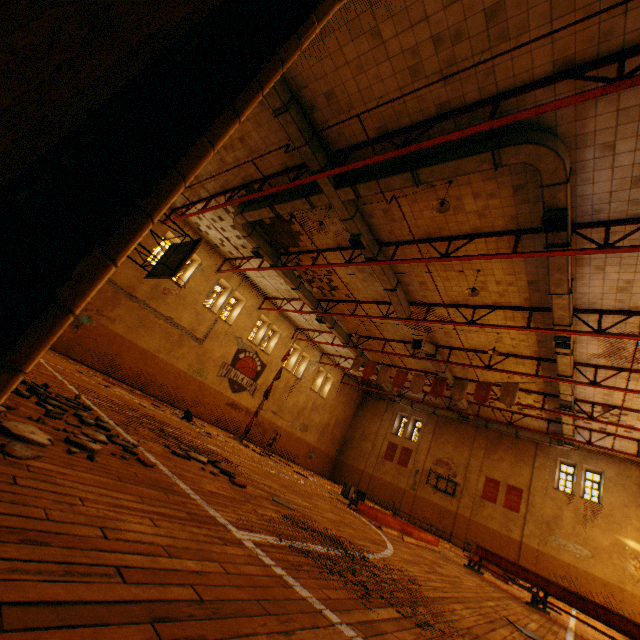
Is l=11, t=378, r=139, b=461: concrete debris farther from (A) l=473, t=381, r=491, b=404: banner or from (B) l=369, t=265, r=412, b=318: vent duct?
(A) l=473, t=381, r=491, b=404: banner

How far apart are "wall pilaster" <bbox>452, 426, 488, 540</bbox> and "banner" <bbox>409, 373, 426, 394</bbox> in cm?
1184

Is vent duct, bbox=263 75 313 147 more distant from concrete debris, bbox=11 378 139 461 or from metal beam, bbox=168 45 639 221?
concrete debris, bbox=11 378 139 461

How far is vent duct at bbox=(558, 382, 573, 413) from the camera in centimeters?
1466cm

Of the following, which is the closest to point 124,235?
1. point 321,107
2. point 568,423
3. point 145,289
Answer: point 321,107

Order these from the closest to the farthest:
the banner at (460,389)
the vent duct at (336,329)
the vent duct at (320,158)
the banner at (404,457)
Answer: the vent duct at (320,158), the banner at (460,389), the vent duct at (336,329), the banner at (404,457)

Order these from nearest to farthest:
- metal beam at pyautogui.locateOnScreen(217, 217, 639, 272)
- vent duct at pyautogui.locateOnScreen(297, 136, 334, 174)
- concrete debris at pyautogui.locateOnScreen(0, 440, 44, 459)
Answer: concrete debris at pyautogui.locateOnScreen(0, 440, 44, 459)
metal beam at pyautogui.locateOnScreen(217, 217, 639, 272)
vent duct at pyautogui.locateOnScreen(297, 136, 334, 174)

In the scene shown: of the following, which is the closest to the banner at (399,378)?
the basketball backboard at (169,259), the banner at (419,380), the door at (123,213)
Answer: the banner at (419,380)
